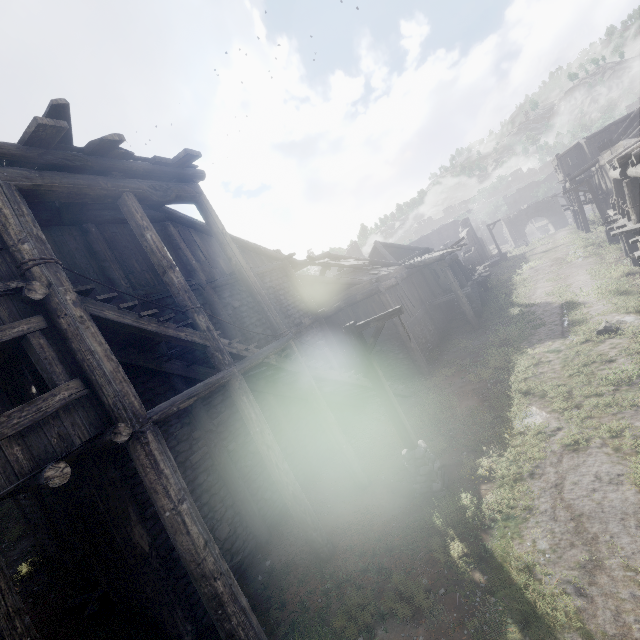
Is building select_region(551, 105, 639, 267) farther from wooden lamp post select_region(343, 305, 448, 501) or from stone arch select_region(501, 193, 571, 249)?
stone arch select_region(501, 193, 571, 249)

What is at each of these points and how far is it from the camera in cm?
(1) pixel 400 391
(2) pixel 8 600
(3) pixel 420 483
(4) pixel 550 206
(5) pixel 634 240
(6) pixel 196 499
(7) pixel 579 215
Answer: (1) building, 1367
(2) building, 395
(3) wooden lamp post, 805
(4) stone arch, 4922
(5) building, 1101
(6) building, 802
(7) building, 3077

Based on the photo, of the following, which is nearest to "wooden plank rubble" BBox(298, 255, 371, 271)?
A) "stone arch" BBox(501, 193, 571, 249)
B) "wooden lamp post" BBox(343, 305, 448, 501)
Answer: "wooden lamp post" BBox(343, 305, 448, 501)

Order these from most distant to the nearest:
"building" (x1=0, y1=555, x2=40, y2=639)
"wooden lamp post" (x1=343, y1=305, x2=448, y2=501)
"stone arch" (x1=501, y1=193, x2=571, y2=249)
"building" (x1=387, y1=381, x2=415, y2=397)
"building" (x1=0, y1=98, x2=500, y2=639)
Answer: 1. "stone arch" (x1=501, y1=193, x2=571, y2=249)
2. "building" (x1=387, y1=381, x2=415, y2=397)
3. "wooden lamp post" (x1=343, y1=305, x2=448, y2=501)
4. "building" (x1=0, y1=98, x2=500, y2=639)
5. "building" (x1=0, y1=555, x2=40, y2=639)

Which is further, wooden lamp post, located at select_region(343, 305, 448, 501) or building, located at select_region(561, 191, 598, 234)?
building, located at select_region(561, 191, 598, 234)

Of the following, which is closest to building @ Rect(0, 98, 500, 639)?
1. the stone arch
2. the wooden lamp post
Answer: the wooden lamp post

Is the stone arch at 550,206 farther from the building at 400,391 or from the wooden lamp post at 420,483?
the wooden lamp post at 420,483

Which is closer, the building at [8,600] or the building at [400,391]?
the building at [8,600]
